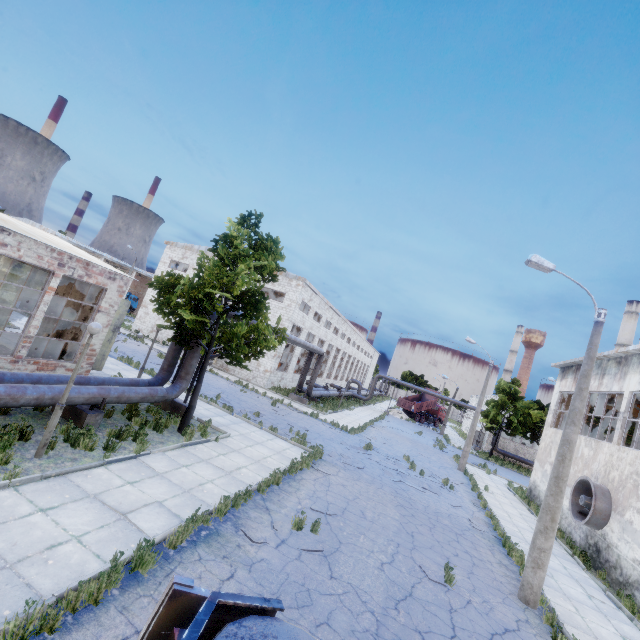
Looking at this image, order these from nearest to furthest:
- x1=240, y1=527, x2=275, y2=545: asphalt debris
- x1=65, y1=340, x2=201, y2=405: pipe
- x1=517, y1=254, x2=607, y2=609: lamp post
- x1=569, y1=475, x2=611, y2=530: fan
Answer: x1=240, y1=527, x2=275, y2=545: asphalt debris < x1=517, y1=254, x2=607, y2=609: lamp post < x1=65, y1=340, x2=201, y2=405: pipe < x1=569, y1=475, x2=611, y2=530: fan

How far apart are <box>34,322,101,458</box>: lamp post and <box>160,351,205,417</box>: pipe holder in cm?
619

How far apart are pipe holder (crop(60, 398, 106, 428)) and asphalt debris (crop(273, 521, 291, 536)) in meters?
6.1 m

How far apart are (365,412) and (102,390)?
33.93m

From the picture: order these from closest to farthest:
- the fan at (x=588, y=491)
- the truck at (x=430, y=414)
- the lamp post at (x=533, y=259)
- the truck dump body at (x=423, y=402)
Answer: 1. the lamp post at (x=533, y=259)
2. the fan at (x=588, y=491)
3. the truck dump body at (x=423, y=402)
4. the truck at (x=430, y=414)

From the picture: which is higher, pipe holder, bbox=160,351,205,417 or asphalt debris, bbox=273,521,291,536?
pipe holder, bbox=160,351,205,417

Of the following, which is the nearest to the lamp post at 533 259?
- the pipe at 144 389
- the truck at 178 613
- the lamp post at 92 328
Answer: the truck at 178 613

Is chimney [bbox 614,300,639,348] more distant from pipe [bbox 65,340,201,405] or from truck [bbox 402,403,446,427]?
pipe [bbox 65,340,201,405]
